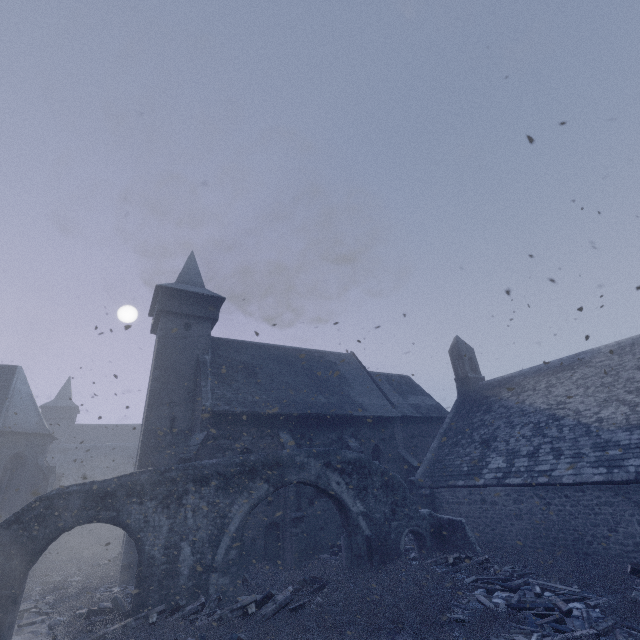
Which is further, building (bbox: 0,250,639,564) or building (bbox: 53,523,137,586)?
building (bbox: 53,523,137,586)

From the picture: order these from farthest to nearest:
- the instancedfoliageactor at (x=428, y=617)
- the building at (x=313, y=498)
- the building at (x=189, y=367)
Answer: the building at (x=313, y=498) → the building at (x=189, y=367) → the instancedfoliageactor at (x=428, y=617)

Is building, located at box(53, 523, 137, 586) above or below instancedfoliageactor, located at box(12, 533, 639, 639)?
above

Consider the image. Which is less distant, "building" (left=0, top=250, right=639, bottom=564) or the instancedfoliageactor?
the instancedfoliageactor

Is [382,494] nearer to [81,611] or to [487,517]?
[487,517]

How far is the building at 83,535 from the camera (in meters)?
14.20

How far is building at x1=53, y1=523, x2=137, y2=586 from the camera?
14.2m
